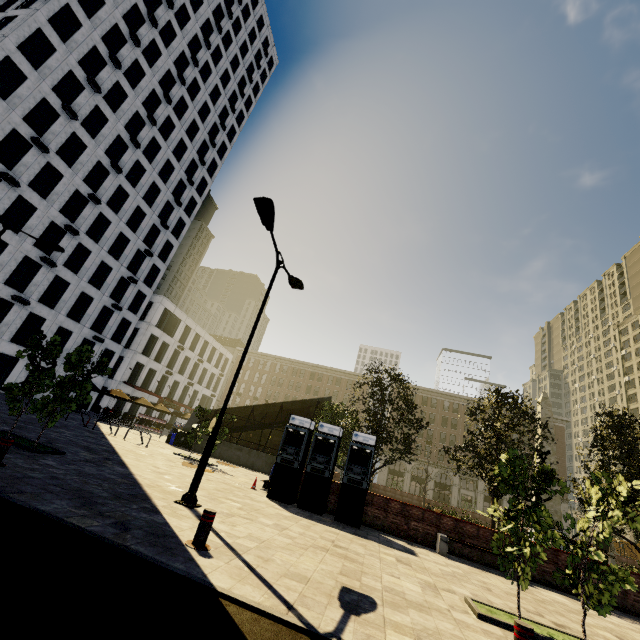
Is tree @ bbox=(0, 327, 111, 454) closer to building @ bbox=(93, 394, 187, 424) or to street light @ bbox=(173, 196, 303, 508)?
street light @ bbox=(173, 196, 303, 508)

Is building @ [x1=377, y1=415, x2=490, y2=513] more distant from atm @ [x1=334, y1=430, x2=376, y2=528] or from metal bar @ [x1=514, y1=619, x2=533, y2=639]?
atm @ [x1=334, y1=430, x2=376, y2=528]

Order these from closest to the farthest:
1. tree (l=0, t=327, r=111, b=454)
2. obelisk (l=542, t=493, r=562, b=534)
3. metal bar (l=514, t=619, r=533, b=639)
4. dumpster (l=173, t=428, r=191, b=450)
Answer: metal bar (l=514, t=619, r=533, b=639) → tree (l=0, t=327, r=111, b=454) → obelisk (l=542, t=493, r=562, b=534) → dumpster (l=173, t=428, r=191, b=450)

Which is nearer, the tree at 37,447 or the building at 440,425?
the tree at 37,447

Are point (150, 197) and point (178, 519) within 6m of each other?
no

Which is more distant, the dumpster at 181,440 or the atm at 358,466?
the dumpster at 181,440

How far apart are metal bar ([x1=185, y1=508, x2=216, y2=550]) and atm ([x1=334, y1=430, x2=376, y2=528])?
7.5m

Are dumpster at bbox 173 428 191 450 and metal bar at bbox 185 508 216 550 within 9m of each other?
no
